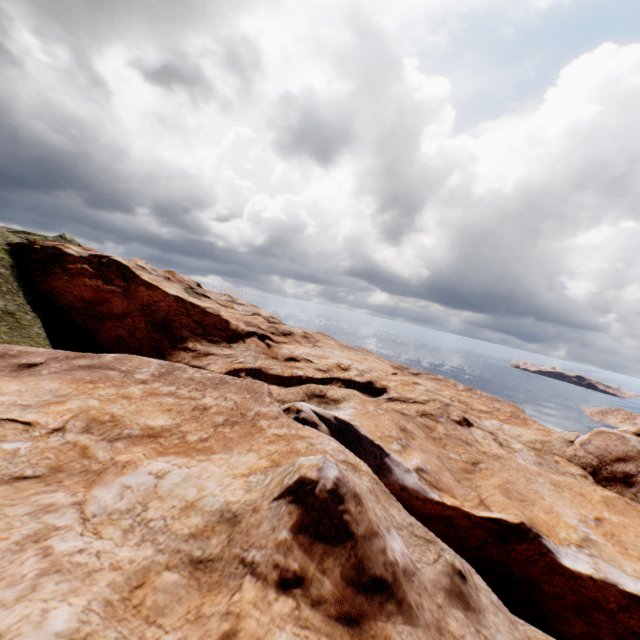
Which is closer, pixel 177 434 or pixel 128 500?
pixel 128 500
